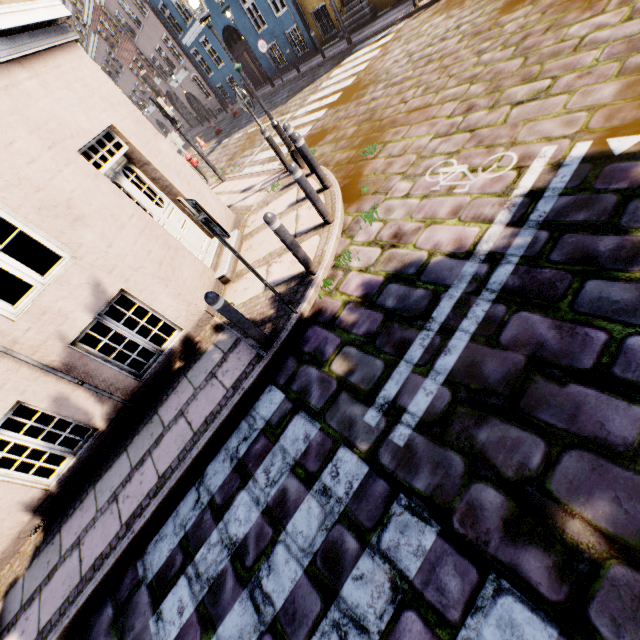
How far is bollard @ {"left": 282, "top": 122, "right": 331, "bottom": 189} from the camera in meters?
5.6 m

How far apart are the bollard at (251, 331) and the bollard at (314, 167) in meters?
3.4 m

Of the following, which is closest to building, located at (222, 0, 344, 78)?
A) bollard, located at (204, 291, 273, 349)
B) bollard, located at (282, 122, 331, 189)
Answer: bollard, located at (204, 291, 273, 349)

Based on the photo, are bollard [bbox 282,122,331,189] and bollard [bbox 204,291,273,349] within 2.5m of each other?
no

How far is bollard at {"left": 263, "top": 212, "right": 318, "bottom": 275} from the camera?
4.1 meters

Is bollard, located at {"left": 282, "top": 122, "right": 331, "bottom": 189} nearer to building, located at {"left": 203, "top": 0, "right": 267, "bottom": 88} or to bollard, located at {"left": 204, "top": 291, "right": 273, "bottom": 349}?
building, located at {"left": 203, "top": 0, "right": 267, "bottom": 88}

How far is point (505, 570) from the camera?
1.9 meters

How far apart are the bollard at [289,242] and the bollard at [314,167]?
2.23m
